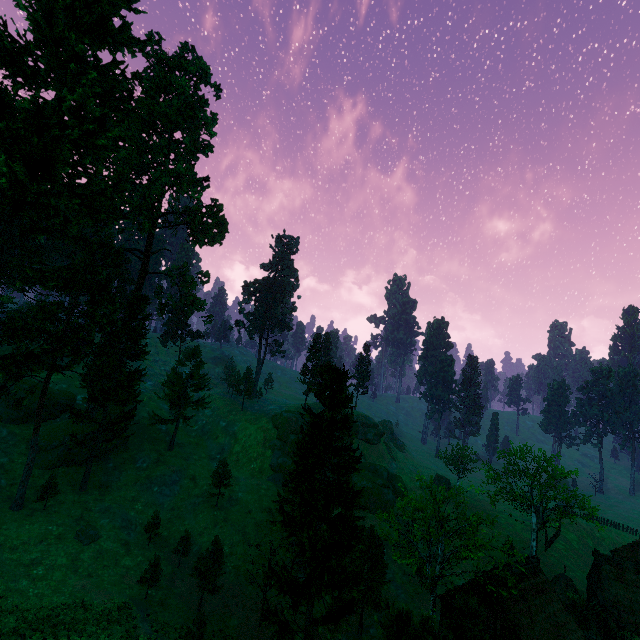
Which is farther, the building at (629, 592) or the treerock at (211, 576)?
the building at (629, 592)

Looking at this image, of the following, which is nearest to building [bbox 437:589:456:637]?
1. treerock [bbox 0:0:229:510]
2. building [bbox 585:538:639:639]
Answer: treerock [bbox 0:0:229:510]

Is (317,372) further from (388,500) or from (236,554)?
(388,500)

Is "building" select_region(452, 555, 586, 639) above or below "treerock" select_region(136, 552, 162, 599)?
above

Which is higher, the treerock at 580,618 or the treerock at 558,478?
the treerock at 558,478

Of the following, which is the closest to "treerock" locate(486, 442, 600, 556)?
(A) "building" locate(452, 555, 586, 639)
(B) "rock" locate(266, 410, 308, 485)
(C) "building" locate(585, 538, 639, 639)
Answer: (C) "building" locate(585, 538, 639, 639)

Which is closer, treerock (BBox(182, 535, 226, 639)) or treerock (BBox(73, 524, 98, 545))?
treerock (BBox(182, 535, 226, 639))

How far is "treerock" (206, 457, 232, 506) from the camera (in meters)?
41.66
